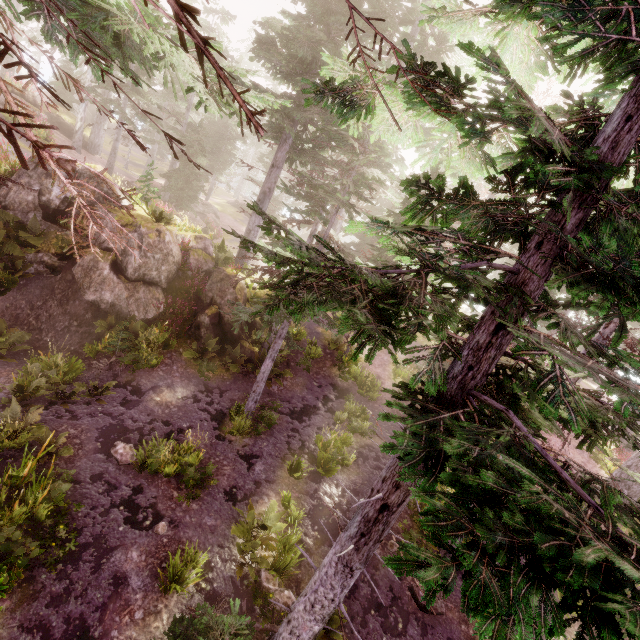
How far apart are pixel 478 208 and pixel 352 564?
6.35m

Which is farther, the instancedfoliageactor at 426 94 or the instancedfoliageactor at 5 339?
the instancedfoliageactor at 5 339

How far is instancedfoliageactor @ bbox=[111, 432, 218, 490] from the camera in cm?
930

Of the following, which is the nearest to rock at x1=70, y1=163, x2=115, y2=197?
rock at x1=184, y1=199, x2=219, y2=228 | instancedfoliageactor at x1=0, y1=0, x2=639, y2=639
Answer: instancedfoliageactor at x1=0, y1=0, x2=639, y2=639

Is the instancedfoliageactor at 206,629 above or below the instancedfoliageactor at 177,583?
above

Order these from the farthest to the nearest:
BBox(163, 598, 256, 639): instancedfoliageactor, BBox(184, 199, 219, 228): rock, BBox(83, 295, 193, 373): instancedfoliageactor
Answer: BBox(184, 199, 219, 228): rock
BBox(83, 295, 193, 373): instancedfoliageactor
BBox(163, 598, 256, 639): instancedfoliageactor

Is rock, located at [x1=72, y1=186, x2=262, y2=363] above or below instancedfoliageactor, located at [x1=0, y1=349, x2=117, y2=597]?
above
